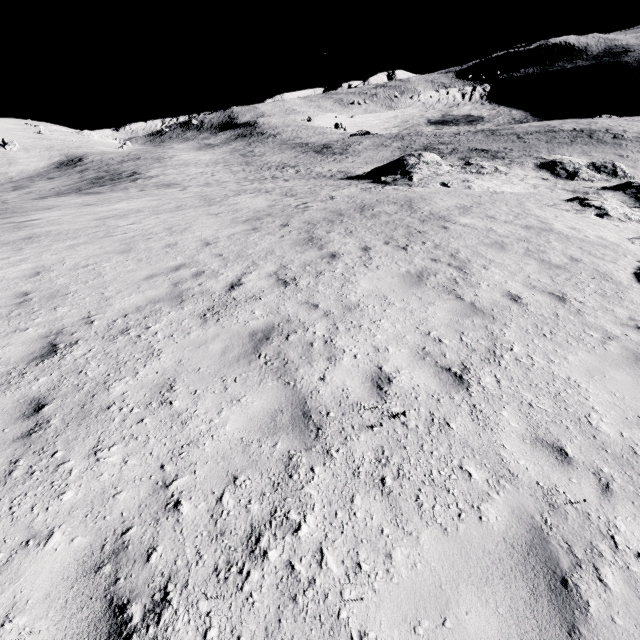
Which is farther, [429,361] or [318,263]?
[318,263]
